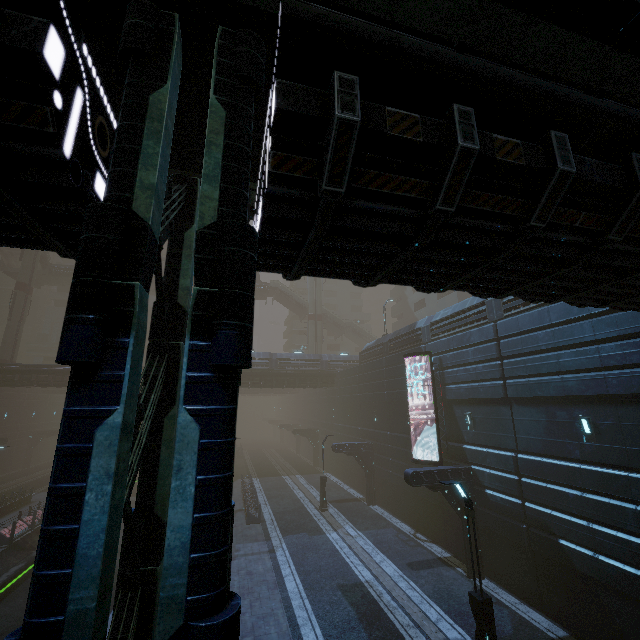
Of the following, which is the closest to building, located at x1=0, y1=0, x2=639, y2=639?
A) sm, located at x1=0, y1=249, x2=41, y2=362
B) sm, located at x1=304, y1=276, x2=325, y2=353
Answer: sm, located at x1=0, y1=249, x2=41, y2=362

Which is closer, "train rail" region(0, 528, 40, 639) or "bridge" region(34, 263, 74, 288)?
"train rail" region(0, 528, 40, 639)

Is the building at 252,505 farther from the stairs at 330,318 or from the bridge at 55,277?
the bridge at 55,277

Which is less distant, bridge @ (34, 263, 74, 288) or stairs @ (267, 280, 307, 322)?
bridge @ (34, 263, 74, 288)

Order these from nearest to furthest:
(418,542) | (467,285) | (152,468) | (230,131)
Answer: (230,131) → (152,468) → (467,285) → (418,542)

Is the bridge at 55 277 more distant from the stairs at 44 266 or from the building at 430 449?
the building at 430 449

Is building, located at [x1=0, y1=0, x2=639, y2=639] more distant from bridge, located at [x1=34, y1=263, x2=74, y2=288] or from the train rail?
bridge, located at [x1=34, y1=263, x2=74, y2=288]

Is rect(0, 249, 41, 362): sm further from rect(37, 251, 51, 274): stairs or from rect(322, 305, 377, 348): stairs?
rect(322, 305, 377, 348): stairs
